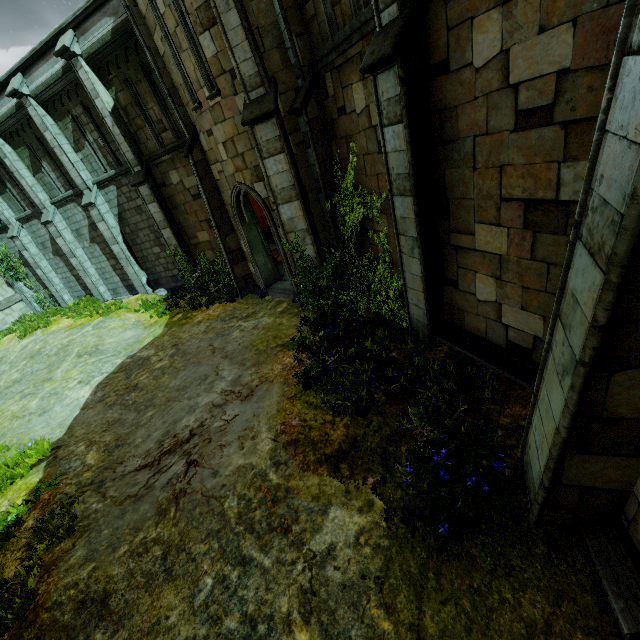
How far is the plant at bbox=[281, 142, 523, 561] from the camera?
4.13m

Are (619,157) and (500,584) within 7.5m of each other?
yes

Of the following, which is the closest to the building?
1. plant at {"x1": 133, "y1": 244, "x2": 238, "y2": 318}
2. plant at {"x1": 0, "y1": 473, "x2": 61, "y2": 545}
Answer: plant at {"x1": 133, "y1": 244, "x2": 238, "y2": 318}

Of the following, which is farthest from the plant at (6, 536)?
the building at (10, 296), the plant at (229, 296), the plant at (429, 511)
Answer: the building at (10, 296)

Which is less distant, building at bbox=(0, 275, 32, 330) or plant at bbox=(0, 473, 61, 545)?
plant at bbox=(0, 473, 61, 545)

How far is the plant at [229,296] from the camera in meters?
13.2 m

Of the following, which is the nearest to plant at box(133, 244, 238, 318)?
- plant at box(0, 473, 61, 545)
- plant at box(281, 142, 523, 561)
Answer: plant at box(281, 142, 523, 561)

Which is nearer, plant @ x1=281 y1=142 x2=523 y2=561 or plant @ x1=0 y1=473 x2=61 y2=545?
plant @ x1=281 y1=142 x2=523 y2=561
